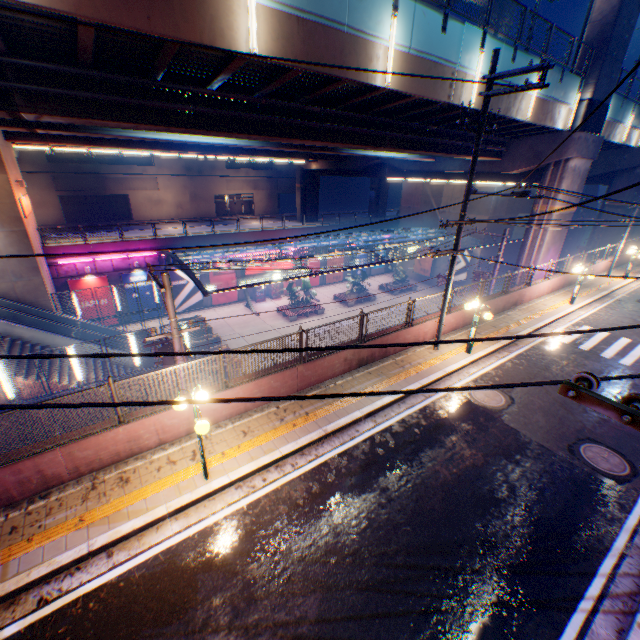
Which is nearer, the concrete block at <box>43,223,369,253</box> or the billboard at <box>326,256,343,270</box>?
the concrete block at <box>43,223,369,253</box>

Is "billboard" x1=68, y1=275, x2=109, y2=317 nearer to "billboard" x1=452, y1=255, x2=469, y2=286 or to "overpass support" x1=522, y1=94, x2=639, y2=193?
"overpass support" x1=522, y1=94, x2=639, y2=193

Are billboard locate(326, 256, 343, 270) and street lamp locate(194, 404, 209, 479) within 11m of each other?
no

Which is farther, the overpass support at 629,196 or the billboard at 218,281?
the billboard at 218,281

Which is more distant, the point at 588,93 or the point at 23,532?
the point at 588,93

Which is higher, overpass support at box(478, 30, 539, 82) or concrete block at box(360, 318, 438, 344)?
overpass support at box(478, 30, 539, 82)

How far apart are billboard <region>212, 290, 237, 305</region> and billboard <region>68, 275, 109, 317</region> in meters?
8.1

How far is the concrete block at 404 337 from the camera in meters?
12.2
